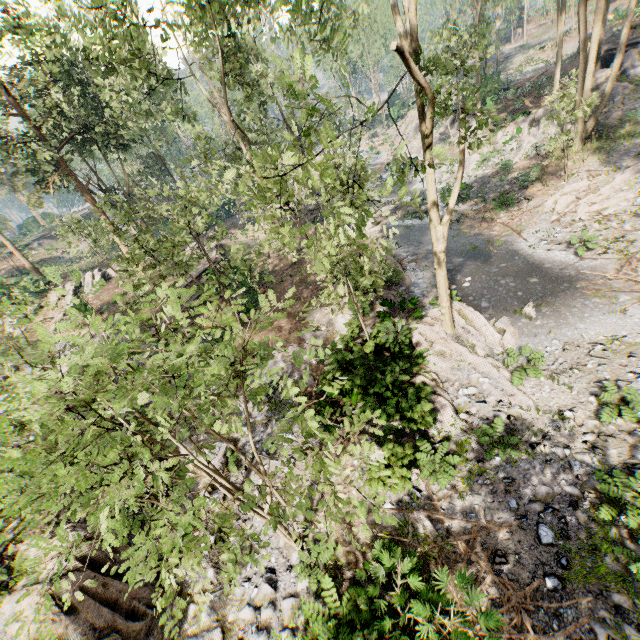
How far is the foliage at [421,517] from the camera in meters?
8.5

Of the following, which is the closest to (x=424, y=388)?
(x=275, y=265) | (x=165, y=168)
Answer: (x=275, y=265)

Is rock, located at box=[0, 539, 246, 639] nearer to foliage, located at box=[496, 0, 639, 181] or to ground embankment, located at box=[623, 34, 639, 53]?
foliage, located at box=[496, 0, 639, 181]

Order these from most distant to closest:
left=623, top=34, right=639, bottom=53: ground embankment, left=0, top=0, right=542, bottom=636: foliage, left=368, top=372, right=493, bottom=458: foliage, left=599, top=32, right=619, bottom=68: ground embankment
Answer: left=599, top=32, right=619, bottom=68: ground embankment
left=623, top=34, right=639, bottom=53: ground embankment
left=368, top=372, right=493, bottom=458: foliage
left=0, top=0, right=542, bottom=636: foliage

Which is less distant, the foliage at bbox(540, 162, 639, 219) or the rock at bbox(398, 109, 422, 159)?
the foliage at bbox(540, 162, 639, 219)

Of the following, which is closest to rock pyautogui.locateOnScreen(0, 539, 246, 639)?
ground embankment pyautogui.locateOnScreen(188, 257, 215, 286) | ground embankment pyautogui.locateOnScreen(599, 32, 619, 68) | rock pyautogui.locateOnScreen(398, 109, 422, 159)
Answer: ground embankment pyautogui.locateOnScreen(188, 257, 215, 286)

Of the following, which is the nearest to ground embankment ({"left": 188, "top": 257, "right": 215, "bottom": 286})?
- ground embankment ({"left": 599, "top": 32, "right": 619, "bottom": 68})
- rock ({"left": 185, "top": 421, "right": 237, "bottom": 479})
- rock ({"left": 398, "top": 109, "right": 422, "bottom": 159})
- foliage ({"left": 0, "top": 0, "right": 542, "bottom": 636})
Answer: foliage ({"left": 0, "top": 0, "right": 542, "bottom": 636})

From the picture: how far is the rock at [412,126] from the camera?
38.3m
